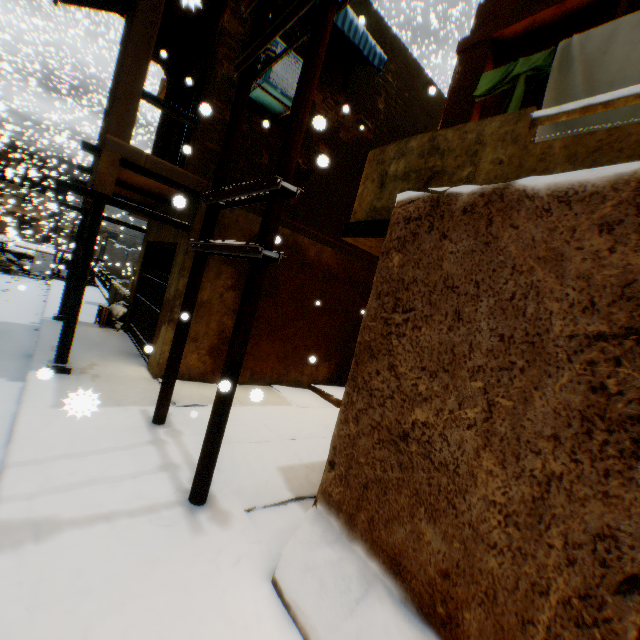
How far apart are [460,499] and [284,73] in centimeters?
721cm

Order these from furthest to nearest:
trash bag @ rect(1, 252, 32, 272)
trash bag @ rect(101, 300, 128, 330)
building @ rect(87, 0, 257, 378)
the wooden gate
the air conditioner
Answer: trash bag @ rect(1, 252, 32, 272), trash bag @ rect(101, 300, 128, 330), the wooden gate, the air conditioner, building @ rect(87, 0, 257, 378)

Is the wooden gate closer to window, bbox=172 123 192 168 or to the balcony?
window, bbox=172 123 192 168

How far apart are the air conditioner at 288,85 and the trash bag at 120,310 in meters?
6.9 m

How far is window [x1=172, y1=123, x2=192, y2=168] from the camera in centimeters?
859cm

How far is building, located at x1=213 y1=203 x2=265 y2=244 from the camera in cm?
664

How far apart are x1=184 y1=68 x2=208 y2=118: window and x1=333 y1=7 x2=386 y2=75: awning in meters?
1.4

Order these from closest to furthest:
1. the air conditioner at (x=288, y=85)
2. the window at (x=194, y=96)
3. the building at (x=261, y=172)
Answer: the air conditioner at (x=288, y=85), the building at (x=261, y=172), the window at (x=194, y=96)
